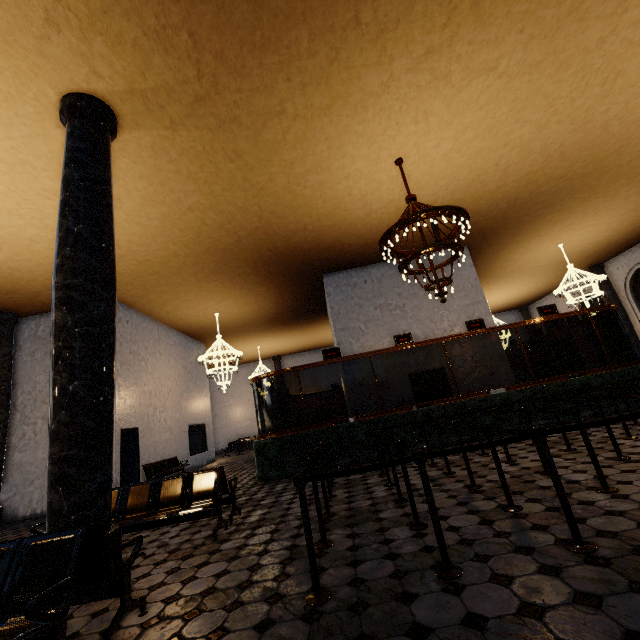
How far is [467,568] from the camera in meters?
2.4
